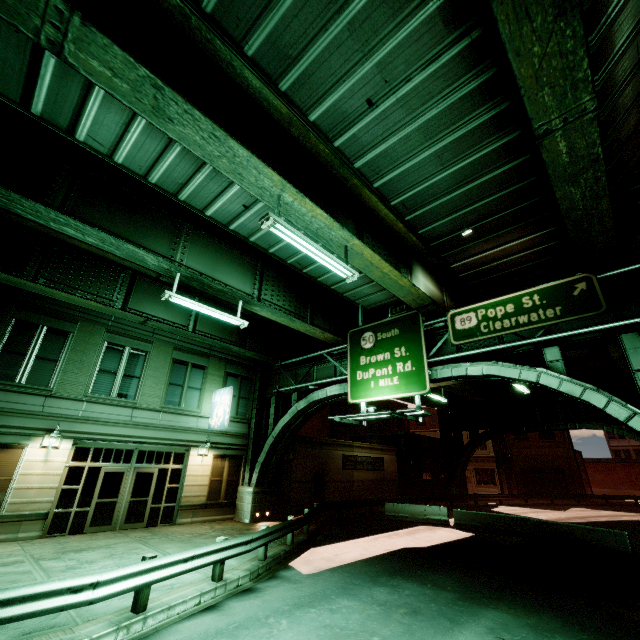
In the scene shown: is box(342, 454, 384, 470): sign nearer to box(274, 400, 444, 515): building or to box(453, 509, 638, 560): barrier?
box(274, 400, 444, 515): building

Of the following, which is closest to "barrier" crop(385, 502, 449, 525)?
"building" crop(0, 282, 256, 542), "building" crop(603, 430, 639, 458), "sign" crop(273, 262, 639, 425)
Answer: "building" crop(0, 282, 256, 542)

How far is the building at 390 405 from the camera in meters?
36.1

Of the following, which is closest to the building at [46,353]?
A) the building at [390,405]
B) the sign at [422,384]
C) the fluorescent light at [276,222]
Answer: the building at [390,405]

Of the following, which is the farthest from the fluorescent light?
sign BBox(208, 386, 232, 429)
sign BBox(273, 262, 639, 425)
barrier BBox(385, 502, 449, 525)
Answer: barrier BBox(385, 502, 449, 525)

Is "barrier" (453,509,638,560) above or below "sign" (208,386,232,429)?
below

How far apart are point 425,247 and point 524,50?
8.76m

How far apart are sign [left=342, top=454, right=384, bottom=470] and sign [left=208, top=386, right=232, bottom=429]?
12.3m
